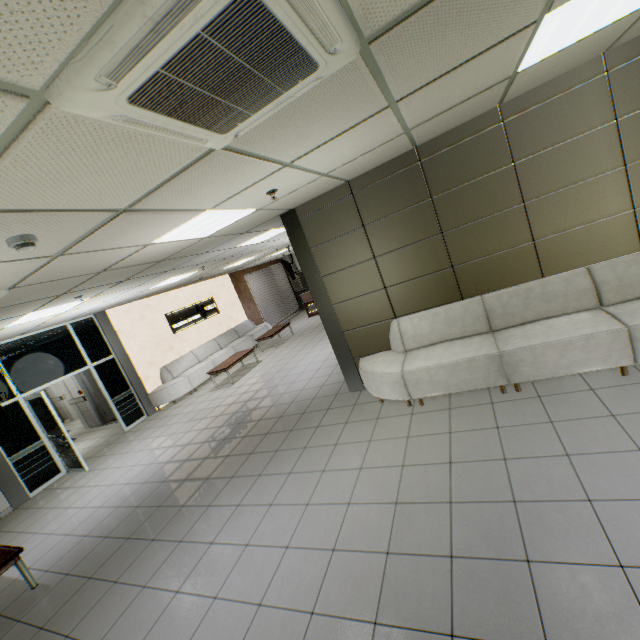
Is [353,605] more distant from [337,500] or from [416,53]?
[416,53]

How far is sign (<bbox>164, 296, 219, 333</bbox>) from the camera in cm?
1095

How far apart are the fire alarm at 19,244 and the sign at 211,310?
9.02m

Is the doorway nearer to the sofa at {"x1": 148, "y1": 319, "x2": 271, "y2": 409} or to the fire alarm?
the sofa at {"x1": 148, "y1": 319, "x2": 271, "y2": 409}

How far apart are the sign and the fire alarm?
9.02m

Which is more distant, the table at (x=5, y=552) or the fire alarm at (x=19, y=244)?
the table at (x=5, y=552)

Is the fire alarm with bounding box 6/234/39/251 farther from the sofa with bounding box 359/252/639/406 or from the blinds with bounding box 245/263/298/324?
the blinds with bounding box 245/263/298/324

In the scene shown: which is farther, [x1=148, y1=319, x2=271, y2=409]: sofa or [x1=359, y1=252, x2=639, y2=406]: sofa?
[x1=148, y1=319, x2=271, y2=409]: sofa
